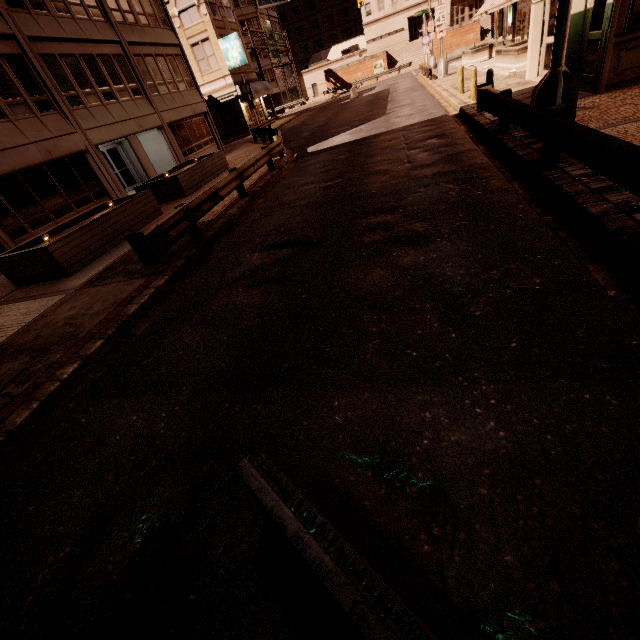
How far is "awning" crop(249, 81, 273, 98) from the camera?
32.3m

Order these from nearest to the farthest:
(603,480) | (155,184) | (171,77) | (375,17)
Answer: (603,480) → (155,184) → (171,77) → (375,17)

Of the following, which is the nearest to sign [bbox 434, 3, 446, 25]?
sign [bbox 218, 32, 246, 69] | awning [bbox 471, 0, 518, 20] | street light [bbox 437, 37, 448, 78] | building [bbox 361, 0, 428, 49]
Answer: street light [bbox 437, 37, 448, 78]

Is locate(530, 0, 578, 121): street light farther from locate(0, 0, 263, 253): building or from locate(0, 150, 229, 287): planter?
locate(0, 0, 263, 253): building

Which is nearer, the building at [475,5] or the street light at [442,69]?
the street light at [442,69]

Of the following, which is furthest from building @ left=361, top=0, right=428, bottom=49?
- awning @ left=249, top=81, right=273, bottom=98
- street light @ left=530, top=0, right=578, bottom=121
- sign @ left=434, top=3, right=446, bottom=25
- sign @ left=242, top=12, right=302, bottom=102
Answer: street light @ left=530, top=0, right=578, bottom=121

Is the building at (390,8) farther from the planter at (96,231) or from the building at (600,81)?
the planter at (96,231)

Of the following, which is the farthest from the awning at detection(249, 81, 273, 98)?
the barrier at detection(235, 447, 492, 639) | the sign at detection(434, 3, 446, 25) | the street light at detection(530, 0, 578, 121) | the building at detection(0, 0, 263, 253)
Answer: the barrier at detection(235, 447, 492, 639)
